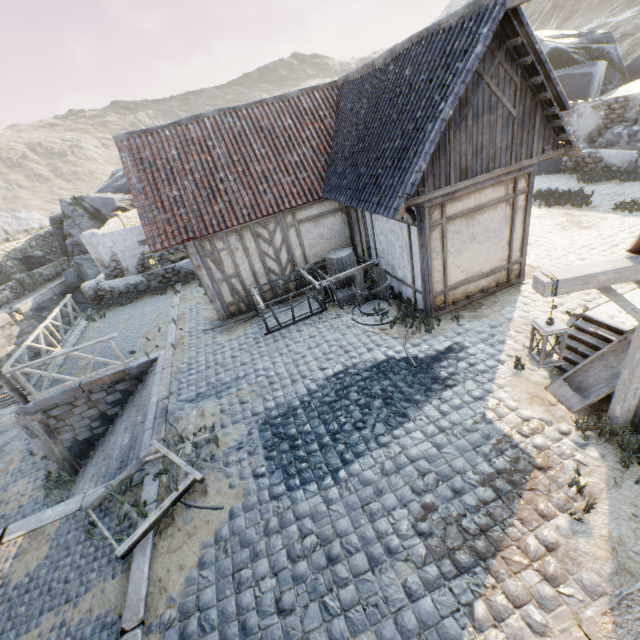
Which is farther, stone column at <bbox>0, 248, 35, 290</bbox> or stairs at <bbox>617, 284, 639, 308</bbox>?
stone column at <bbox>0, 248, 35, 290</bbox>

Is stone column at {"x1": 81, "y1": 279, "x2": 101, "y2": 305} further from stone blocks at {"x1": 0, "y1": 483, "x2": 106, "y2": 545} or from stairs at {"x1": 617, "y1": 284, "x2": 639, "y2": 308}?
stairs at {"x1": 617, "y1": 284, "x2": 639, "y2": 308}

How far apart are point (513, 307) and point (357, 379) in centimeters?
439cm

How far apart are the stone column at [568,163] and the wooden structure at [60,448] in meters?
23.8 m

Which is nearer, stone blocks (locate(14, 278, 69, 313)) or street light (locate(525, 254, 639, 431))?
street light (locate(525, 254, 639, 431))

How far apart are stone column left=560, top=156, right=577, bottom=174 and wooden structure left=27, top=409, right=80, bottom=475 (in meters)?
23.76

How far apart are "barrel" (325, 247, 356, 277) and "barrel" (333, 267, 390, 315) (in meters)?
1.00

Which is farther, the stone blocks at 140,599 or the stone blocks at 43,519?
the stone blocks at 43,519
